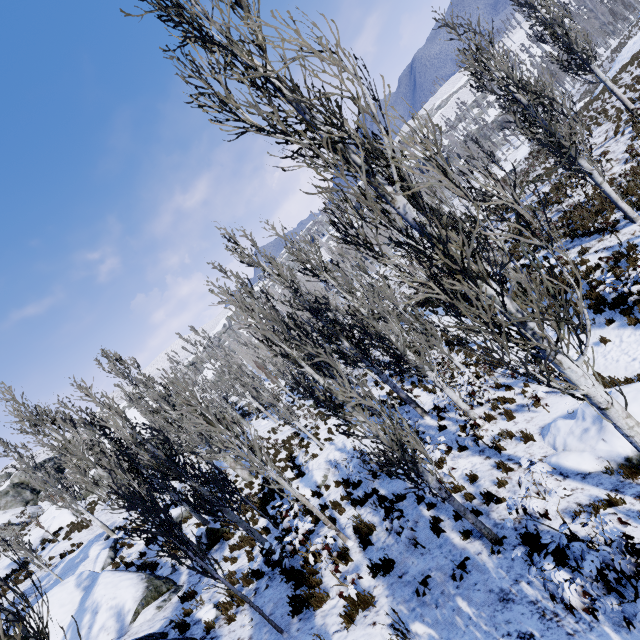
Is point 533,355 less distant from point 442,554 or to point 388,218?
point 388,218

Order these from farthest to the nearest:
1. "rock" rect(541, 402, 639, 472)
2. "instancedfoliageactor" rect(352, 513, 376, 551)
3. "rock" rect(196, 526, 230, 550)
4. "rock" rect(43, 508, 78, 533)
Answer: "rock" rect(43, 508, 78, 533) < "rock" rect(196, 526, 230, 550) < "instancedfoliageactor" rect(352, 513, 376, 551) < "rock" rect(541, 402, 639, 472)

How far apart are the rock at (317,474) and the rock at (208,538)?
3.40m

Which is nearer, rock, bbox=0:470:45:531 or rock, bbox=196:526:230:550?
rock, bbox=196:526:230:550

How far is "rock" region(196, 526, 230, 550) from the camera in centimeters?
1367cm

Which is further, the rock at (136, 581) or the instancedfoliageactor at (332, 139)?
the rock at (136, 581)

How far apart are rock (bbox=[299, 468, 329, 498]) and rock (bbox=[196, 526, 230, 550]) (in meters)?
3.40

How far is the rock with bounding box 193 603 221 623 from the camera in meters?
8.0
